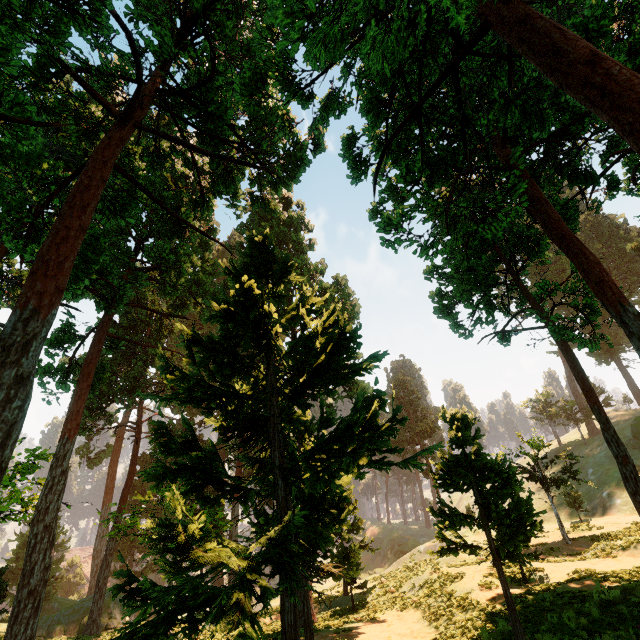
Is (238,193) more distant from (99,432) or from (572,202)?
(99,432)

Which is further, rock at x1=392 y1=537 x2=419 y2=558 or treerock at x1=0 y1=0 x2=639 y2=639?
rock at x1=392 y1=537 x2=419 y2=558

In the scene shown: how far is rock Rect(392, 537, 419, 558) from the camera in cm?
5700

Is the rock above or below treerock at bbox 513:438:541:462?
below

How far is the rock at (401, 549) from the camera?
57.0m

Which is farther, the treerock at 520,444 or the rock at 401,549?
the rock at 401,549

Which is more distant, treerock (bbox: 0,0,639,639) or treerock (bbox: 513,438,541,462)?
treerock (bbox: 513,438,541,462)
